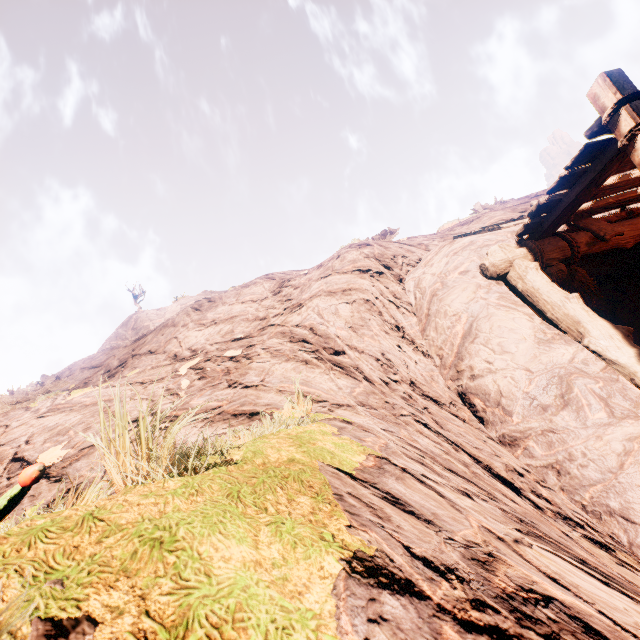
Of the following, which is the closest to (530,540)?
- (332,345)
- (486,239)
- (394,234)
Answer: (332,345)
